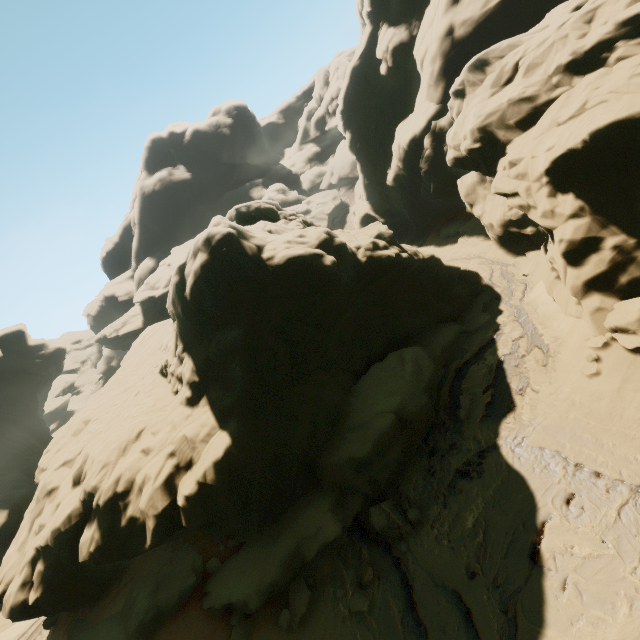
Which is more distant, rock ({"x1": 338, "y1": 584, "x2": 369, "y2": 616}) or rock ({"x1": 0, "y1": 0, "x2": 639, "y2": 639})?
rock ({"x1": 0, "y1": 0, "x2": 639, "y2": 639})

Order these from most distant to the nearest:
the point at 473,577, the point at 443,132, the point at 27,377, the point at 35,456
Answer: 1. the point at 27,377
2. the point at 35,456
3. the point at 443,132
4. the point at 473,577

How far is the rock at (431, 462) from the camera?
11.22m

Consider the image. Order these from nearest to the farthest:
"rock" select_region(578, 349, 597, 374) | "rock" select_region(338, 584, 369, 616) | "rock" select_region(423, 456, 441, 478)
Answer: "rock" select_region(338, 584, 369, 616), "rock" select_region(578, 349, 597, 374), "rock" select_region(423, 456, 441, 478)

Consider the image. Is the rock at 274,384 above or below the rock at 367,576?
above
